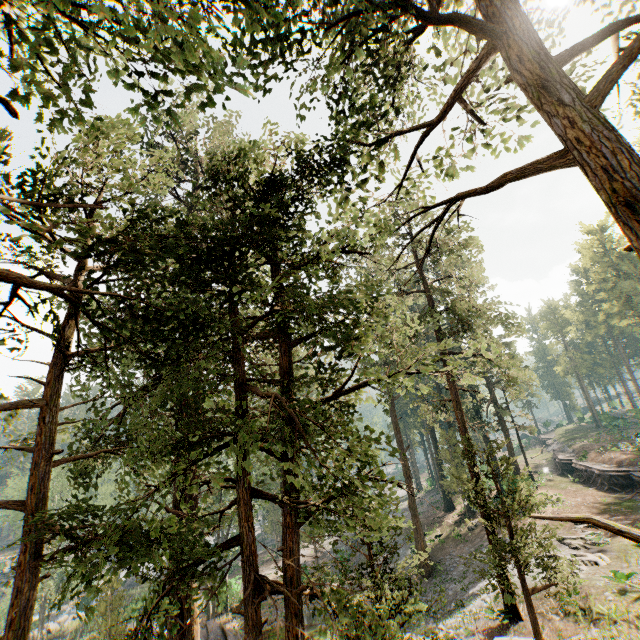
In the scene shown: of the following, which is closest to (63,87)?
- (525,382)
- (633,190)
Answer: (633,190)

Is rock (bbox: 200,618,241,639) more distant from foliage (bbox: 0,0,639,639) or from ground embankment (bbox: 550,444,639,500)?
ground embankment (bbox: 550,444,639,500)

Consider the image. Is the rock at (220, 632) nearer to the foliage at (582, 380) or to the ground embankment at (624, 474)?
the foliage at (582, 380)

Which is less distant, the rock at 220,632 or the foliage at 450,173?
the foliage at 450,173

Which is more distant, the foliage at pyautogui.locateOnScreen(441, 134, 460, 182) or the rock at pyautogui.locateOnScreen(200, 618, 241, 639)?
the rock at pyautogui.locateOnScreen(200, 618, 241, 639)

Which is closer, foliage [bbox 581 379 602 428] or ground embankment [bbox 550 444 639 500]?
ground embankment [bbox 550 444 639 500]

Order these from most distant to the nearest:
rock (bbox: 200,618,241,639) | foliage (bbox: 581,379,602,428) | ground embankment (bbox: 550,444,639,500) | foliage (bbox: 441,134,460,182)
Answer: foliage (bbox: 581,379,602,428) → ground embankment (bbox: 550,444,639,500) → rock (bbox: 200,618,241,639) → foliage (bbox: 441,134,460,182)

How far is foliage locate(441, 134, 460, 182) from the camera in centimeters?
978cm
